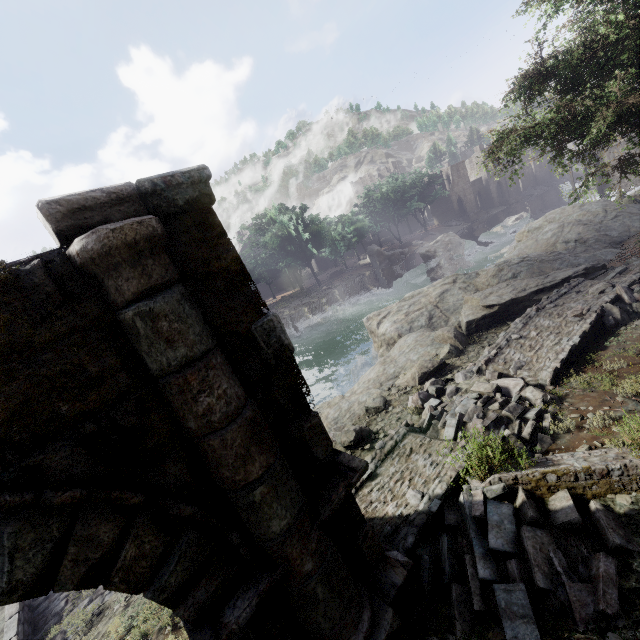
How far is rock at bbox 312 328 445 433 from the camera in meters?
11.3 m

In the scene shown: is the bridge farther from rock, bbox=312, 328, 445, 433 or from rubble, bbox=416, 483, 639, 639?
rubble, bbox=416, 483, 639, 639

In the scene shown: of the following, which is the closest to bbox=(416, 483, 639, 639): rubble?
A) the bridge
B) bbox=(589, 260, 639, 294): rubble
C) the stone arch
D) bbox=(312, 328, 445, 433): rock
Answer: the stone arch

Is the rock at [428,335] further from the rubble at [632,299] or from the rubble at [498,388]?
the rubble at [632,299]

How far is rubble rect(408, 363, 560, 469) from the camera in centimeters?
607cm

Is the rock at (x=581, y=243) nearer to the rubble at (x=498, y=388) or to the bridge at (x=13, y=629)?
the rubble at (x=498, y=388)

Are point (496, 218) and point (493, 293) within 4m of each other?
no

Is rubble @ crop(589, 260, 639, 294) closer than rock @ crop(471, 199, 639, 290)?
Yes
